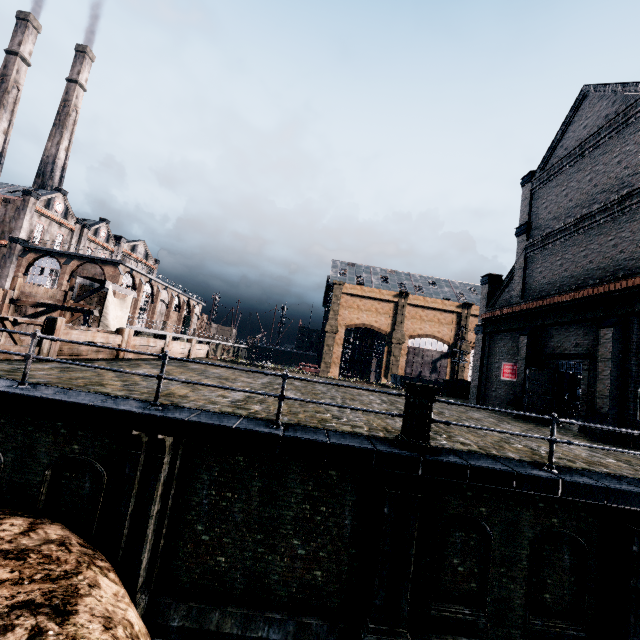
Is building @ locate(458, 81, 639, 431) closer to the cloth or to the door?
Result: the door

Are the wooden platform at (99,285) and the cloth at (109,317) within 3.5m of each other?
yes

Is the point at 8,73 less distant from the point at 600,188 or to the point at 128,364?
the point at 128,364

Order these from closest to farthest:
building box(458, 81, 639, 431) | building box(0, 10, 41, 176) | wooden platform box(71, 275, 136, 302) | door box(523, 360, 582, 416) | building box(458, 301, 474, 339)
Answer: building box(458, 81, 639, 431) < door box(523, 360, 582, 416) < wooden platform box(71, 275, 136, 302) < building box(0, 10, 41, 176) < building box(458, 301, 474, 339)

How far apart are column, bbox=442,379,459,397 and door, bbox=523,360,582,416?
12.6m

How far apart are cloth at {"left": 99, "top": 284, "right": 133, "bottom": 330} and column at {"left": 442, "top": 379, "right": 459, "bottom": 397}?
31.3 meters

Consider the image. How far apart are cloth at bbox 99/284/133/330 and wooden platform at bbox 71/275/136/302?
0.01m

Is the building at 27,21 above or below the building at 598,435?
above
